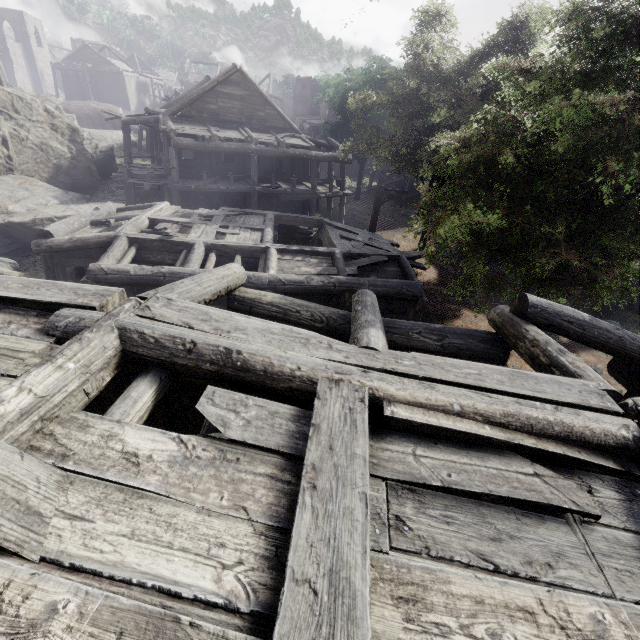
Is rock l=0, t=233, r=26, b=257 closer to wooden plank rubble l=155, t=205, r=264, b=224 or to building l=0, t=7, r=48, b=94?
building l=0, t=7, r=48, b=94

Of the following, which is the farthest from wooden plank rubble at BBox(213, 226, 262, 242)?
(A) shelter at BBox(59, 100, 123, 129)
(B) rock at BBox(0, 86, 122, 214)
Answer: (A) shelter at BBox(59, 100, 123, 129)

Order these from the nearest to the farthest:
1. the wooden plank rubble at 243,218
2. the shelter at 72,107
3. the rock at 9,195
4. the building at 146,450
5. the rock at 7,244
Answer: the building at 146,450
the wooden plank rubble at 243,218
the rock at 7,244
the rock at 9,195
the shelter at 72,107

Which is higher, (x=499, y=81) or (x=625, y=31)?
(x=499, y=81)

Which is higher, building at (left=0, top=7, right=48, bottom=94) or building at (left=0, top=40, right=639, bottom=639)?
building at (left=0, top=7, right=48, bottom=94)

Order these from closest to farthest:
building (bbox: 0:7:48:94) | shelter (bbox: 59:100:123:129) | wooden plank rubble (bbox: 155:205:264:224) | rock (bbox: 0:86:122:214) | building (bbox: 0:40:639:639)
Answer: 1. building (bbox: 0:40:639:639)
2. wooden plank rubble (bbox: 155:205:264:224)
3. rock (bbox: 0:86:122:214)
4. shelter (bbox: 59:100:123:129)
5. building (bbox: 0:7:48:94)

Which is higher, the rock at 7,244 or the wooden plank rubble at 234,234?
the wooden plank rubble at 234,234

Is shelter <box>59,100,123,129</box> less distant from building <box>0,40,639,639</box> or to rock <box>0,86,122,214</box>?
rock <box>0,86,122,214</box>
